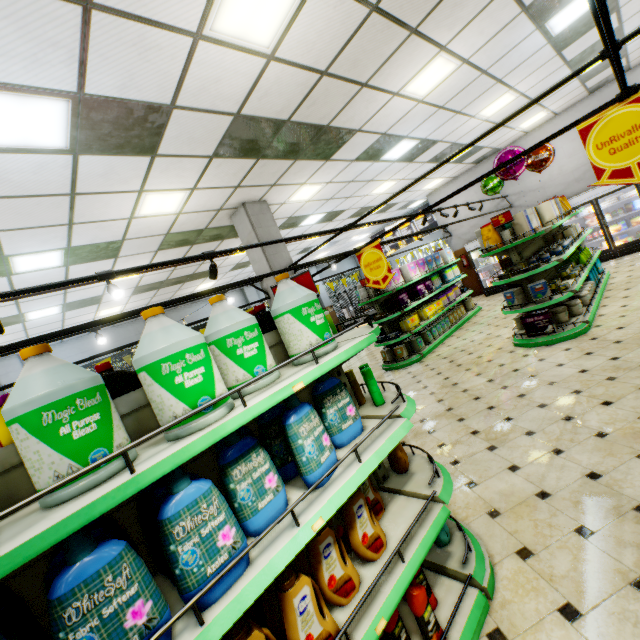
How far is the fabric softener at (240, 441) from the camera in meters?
1.2

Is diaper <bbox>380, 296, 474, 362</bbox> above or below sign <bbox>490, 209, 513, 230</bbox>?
below

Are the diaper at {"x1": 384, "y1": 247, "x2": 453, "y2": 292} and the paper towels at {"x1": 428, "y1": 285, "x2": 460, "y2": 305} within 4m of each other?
yes

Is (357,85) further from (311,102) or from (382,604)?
(382,604)

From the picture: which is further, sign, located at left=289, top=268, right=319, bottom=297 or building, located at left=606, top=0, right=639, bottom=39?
building, located at left=606, top=0, right=639, bottom=39

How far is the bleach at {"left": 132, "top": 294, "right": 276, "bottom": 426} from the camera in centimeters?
131cm

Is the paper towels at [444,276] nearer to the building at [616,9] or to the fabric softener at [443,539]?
the building at [616,9]

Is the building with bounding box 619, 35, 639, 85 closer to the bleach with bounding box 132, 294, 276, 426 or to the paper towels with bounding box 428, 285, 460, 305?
the paper towels with bounding box 428, 285, 460, 305
